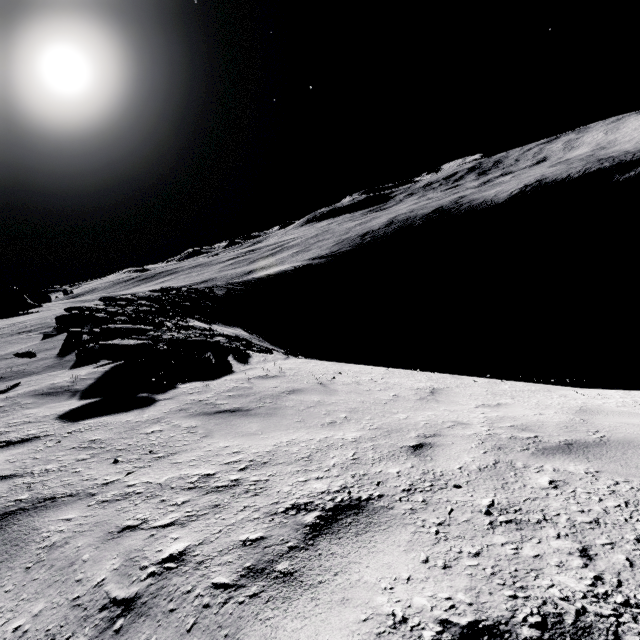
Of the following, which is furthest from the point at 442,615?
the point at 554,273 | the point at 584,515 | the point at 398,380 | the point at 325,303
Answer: the point at 554,273
